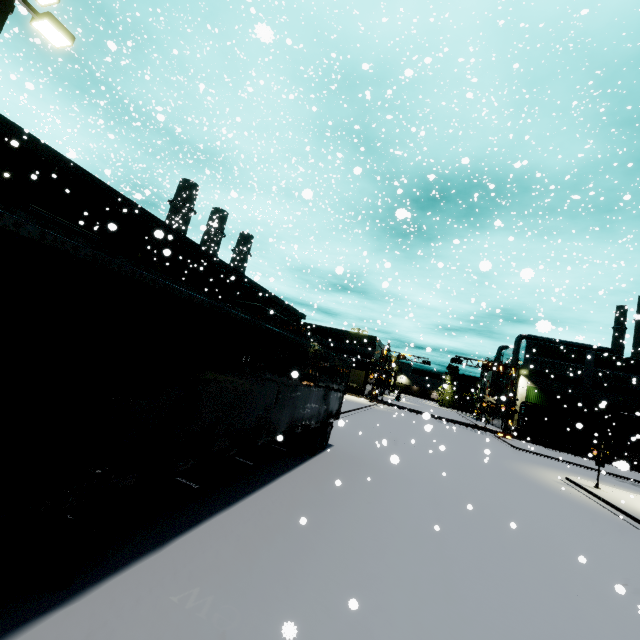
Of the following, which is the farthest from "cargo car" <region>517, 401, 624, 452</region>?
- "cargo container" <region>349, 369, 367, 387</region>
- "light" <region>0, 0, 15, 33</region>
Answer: "light" <region>0, 0, 15, 33</region>

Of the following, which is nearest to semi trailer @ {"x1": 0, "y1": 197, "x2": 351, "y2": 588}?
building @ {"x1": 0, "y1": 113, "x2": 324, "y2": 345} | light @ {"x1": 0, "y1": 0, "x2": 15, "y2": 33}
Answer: building @ {"x1": 0, "y1": 113, "x2": 324, "y2": 345}

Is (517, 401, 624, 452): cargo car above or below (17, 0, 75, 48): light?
below

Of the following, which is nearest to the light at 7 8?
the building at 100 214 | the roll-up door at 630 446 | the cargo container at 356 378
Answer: the building at 100 214

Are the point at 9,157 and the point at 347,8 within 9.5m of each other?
no

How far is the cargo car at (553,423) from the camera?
41.2 meters

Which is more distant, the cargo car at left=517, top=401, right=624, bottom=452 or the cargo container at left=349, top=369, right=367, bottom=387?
the cargo container at left=349, top=369, right=367, bottom=387

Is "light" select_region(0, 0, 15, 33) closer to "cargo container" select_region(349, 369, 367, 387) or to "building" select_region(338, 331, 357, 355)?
"building" select_region(338, 331, 357, 355)
